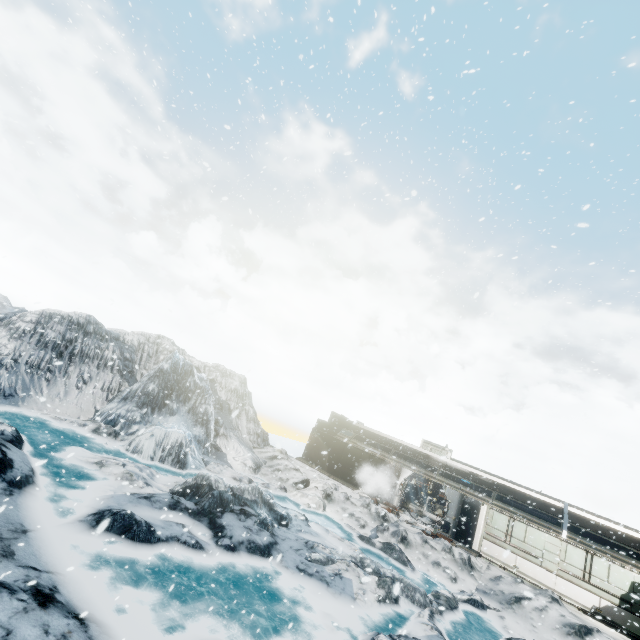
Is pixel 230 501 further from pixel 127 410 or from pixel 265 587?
pixel 127 410
